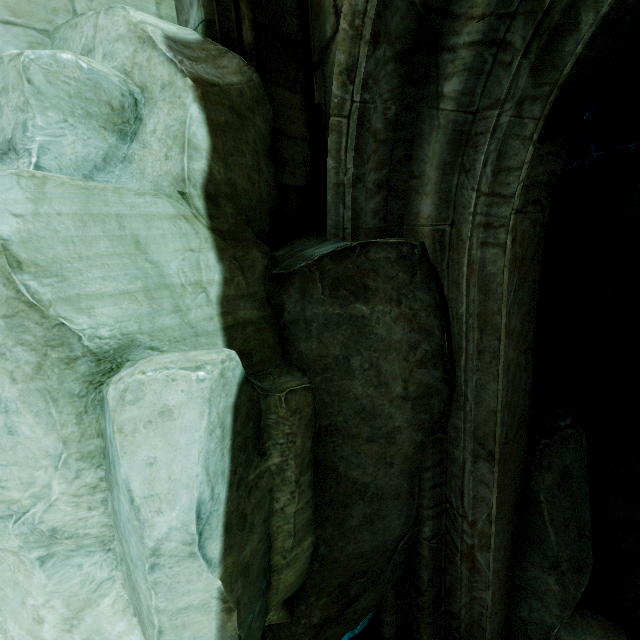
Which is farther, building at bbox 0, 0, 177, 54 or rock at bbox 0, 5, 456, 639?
building at bbox 0, 0, 177, 54

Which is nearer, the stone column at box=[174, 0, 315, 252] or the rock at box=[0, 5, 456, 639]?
the rock at box=[0, 5, 456, 639]

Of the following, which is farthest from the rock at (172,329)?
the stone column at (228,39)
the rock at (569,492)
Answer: the rock at (569,492)

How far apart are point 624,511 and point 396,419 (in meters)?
3.00

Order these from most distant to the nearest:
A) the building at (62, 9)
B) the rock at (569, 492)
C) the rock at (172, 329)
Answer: the rock at (569, 492)
the building at (62, 9)
the rock at (172, 329)

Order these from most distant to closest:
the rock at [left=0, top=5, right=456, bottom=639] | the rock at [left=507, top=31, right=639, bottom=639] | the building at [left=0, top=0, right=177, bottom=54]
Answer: the rock at [left=507, top=31, right=639, bottom=639], the building at [left=0, top=0, right=177, bottom=54], the rock at [left=0, top=5, right=456, bottom=639]

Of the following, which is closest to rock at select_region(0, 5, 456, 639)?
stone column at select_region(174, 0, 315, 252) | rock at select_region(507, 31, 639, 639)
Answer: stone column at select_region(174, 0, 315, 252)
